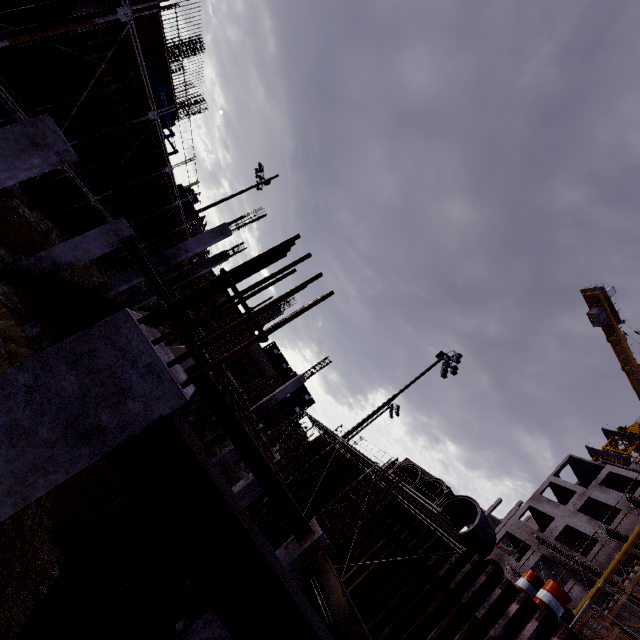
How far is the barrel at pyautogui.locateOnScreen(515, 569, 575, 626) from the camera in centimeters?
796cm

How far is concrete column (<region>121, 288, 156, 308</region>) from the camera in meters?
19.5 m

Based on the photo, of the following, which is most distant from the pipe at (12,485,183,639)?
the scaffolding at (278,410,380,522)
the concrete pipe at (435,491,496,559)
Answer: the concrete pipe at (435,491,496,559)

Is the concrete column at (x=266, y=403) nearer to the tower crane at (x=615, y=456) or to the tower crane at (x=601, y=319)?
the tower crane at (x=601, y=319)

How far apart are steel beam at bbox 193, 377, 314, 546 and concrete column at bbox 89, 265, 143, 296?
10.8 meters

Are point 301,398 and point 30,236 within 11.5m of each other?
no

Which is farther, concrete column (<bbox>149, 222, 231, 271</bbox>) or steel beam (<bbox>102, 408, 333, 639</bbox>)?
concrete column (<bbox>149, 222, 231, 271</bbox>)

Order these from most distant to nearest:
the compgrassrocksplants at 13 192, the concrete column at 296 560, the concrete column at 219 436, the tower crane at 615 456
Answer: the tower crane at 615 456, the concrete column at 219 436, the compgrassrocksplants at 13 192, the concrete column at 296 560
